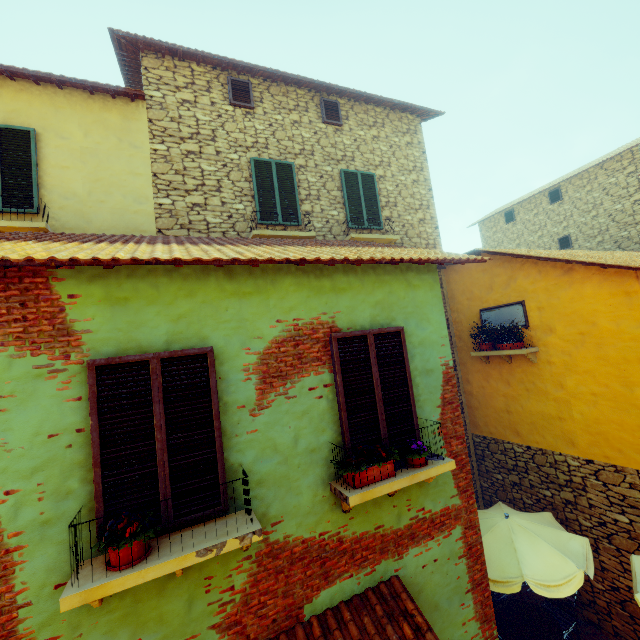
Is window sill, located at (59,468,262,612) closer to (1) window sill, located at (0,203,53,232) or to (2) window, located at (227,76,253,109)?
(1) window sill, located at (0,203,53,232)

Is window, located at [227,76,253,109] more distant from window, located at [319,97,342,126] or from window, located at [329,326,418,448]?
window, located at [329,326,418,448]

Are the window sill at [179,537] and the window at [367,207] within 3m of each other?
no

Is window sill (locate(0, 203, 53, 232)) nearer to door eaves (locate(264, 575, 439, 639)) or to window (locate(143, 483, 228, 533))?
window (locate(143, 483, 228, 533))

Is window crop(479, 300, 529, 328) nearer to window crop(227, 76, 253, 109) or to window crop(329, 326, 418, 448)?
window crop(329, 326, 418, 448)

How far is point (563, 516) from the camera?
7.3 meters

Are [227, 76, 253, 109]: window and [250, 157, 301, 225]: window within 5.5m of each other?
yes

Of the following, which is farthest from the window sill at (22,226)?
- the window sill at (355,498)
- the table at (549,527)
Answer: the table at (549,527)
